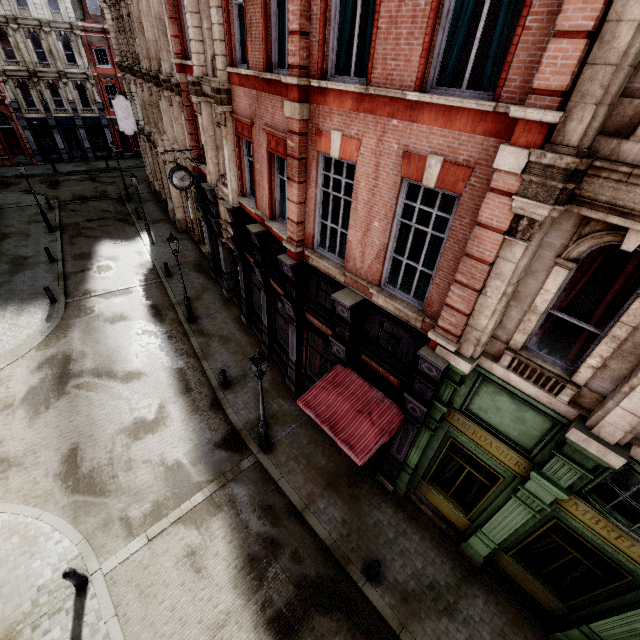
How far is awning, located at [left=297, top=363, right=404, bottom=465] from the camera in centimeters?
838cm

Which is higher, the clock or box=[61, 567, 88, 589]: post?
the clock

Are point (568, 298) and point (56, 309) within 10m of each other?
no

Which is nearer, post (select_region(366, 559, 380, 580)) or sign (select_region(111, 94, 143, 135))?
post (select_region(366, 559, 380, 580))

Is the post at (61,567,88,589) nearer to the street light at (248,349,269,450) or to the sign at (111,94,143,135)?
the street light at (248,349,269,450)

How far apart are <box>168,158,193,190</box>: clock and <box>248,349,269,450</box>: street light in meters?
9.5

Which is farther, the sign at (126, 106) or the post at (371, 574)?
the sign at (126, 106)

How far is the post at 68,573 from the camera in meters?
7.8
